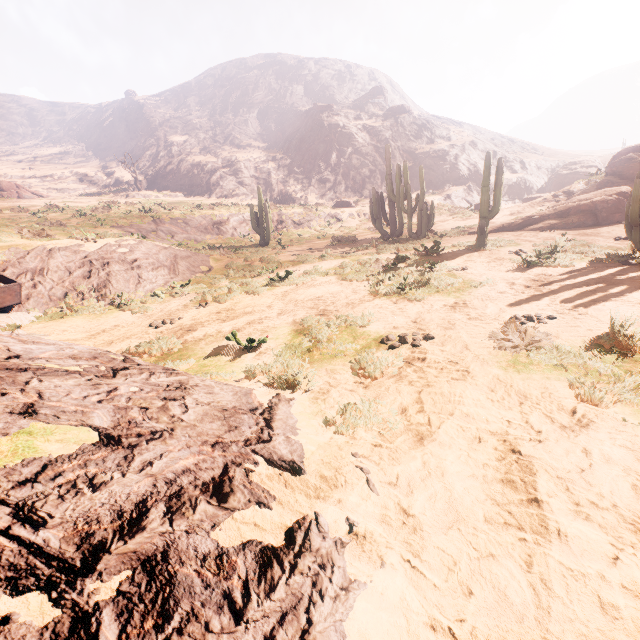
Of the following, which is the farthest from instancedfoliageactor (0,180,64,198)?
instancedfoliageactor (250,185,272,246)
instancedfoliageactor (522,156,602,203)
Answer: instancedfoliageactor (522,156,602,203)

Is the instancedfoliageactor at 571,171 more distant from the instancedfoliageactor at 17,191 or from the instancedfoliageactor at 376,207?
the instancedfoliageactor at 17,191

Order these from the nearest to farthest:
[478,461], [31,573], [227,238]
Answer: [31,573], [478,461], [227,238]

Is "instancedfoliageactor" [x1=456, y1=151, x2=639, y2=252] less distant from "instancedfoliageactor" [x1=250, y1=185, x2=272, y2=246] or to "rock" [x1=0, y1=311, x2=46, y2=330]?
"instancedfoliageactor" [x1=250, y1=185, x2=272, y2=246]

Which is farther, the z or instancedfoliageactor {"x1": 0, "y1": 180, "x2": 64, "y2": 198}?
instancedfoliageactor {"x1": 0, "y1": 180, "x2": 64, "y2": 198}

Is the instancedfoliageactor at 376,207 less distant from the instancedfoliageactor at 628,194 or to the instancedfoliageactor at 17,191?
the instancedfoliageactor at 628,194

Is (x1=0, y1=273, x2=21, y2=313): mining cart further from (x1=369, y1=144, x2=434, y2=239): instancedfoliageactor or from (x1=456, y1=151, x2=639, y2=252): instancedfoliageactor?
(x1=456, y1=151, x2=639, y2=252): instancedfoliageactor

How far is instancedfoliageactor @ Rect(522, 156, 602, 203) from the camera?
31.5 meters
